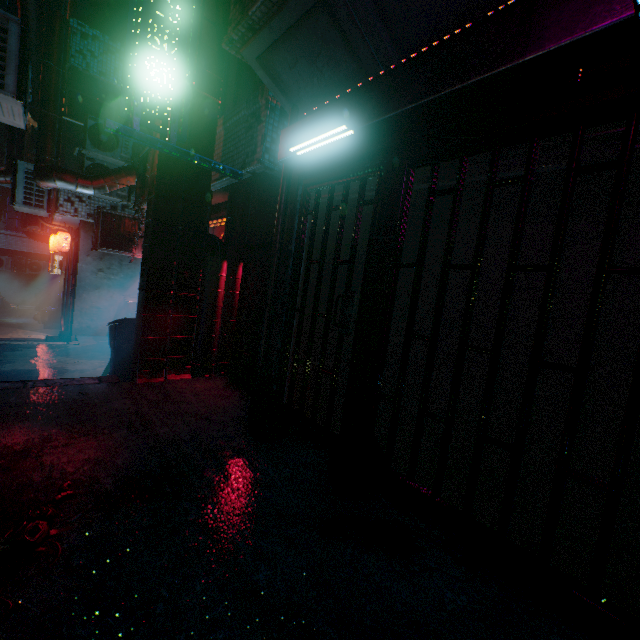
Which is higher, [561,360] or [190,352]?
[561,360]

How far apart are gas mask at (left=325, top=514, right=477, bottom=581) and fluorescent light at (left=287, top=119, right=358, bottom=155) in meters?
2.5 m

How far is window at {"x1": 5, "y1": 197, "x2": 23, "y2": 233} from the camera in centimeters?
1598cm

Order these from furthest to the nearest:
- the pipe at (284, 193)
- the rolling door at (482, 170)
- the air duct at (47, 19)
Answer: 1. the air duct at (47, 19)
2. the pipe at (284, 193)
3. the rolling door at (482, 170)

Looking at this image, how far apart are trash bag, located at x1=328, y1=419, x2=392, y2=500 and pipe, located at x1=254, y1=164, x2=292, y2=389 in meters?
1.3 m

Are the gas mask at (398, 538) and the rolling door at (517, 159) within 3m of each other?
yes

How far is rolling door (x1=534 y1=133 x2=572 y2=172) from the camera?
1.6m

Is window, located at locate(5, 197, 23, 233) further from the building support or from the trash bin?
the building support
